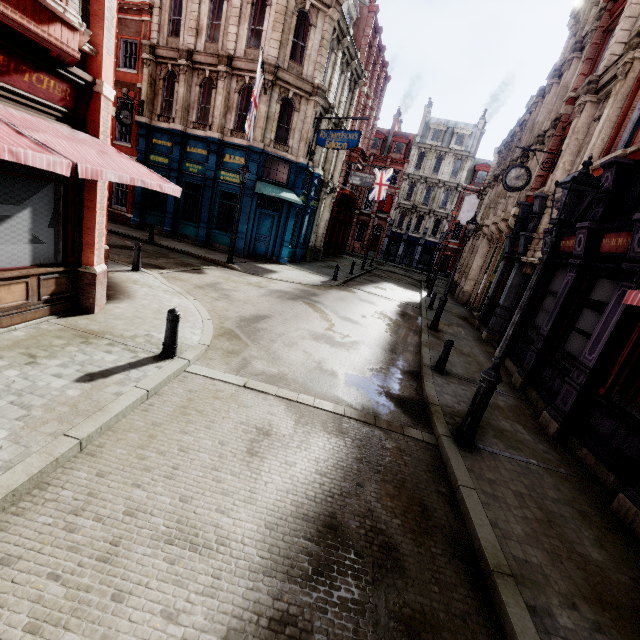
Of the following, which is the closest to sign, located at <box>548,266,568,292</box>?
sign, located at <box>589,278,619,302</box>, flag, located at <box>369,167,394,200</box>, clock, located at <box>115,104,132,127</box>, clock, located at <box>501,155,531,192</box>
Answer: sign, located at <box>589,278,619,302</box>

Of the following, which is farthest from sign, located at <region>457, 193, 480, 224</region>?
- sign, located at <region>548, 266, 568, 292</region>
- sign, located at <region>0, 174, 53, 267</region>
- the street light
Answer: sign, located at <region>0, 174, 53, 267</region>

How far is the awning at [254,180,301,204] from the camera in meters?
17.1

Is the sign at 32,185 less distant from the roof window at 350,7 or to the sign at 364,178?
the sign at 364,178

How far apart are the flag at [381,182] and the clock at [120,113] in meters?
19.7 m

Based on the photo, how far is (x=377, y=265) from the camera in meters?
39.0 m

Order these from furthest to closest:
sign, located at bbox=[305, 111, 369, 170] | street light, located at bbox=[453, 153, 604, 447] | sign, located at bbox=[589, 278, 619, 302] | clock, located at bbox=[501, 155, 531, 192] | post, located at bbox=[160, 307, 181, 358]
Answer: sign, located at bbox=[305, 111, 369, 170]
clock, located at bbox=[501, 155, 531, 192]
sign, located at bbox=[589, 278, 619, 302]
post, located at bbox=[160, 307, 181, 358]
street light, located at bbox=[453, 153, 604, 447]

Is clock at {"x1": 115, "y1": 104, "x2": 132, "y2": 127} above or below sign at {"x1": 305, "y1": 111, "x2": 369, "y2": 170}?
below
